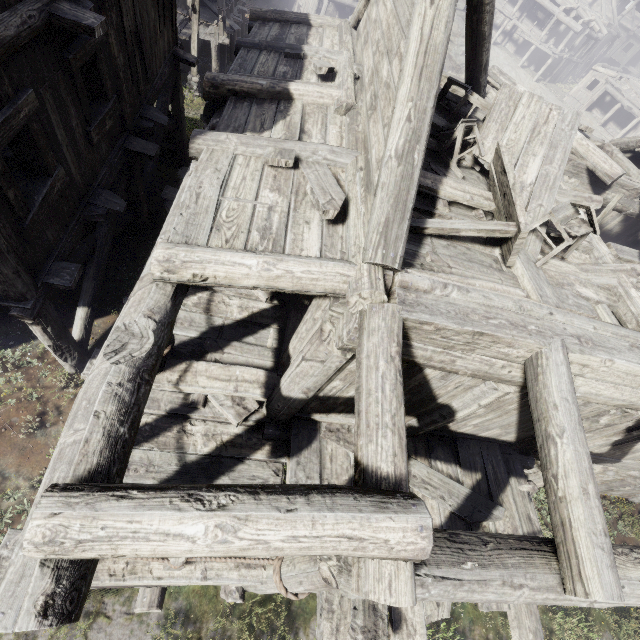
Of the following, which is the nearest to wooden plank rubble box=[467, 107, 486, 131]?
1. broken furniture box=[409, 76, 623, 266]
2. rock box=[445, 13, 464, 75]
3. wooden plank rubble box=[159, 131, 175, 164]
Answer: broken furniture box=[409, 76, 623, 266]

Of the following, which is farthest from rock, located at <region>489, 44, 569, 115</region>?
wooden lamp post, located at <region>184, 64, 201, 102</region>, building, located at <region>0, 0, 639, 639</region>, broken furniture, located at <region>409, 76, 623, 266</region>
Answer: broken furniture, located at <region>409, 76, 623, 266</region>

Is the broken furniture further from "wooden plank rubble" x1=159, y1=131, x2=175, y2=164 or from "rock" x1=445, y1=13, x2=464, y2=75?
"rock" x1=445, y1=13, x2=464, y2=75

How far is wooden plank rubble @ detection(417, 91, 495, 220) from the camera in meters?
4.8 m

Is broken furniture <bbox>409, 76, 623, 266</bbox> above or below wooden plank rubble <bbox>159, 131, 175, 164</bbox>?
above

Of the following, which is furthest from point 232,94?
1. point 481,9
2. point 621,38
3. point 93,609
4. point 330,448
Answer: point 621,38

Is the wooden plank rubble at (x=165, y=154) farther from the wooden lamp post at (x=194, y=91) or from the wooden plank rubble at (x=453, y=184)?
the wooden plank rubble at (x=453, y=184)

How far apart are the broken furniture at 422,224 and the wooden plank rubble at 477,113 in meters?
0.0
